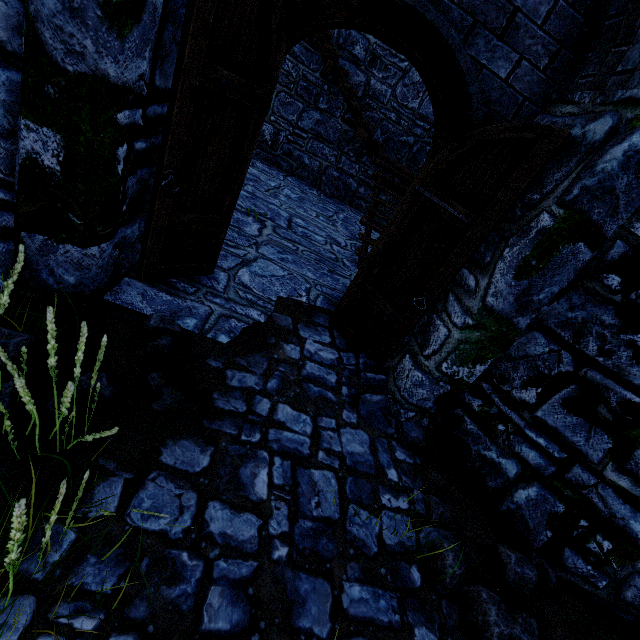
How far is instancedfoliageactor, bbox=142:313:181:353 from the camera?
2.5 meters

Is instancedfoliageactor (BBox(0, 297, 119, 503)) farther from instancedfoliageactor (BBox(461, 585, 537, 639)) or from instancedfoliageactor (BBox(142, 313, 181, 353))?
instancedfoliageactor (BBox(461, 585, 537, 639))

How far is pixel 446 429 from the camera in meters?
3.3 m

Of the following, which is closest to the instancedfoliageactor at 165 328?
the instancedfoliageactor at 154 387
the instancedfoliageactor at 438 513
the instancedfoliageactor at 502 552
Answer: the instancedfoliageactor at 154 387

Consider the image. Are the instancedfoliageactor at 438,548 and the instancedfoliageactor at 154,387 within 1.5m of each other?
no

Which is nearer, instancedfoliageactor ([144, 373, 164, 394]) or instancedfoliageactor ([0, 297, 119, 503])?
instancedfoliageactor ([0, 297, 119, 503])

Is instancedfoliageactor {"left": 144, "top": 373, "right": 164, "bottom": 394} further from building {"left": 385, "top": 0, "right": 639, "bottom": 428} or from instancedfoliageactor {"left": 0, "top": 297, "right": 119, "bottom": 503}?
building {"left": 385, "top": 0, "right": 639, "bottom": 428}

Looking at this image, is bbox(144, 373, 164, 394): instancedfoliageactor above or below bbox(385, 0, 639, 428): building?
below
